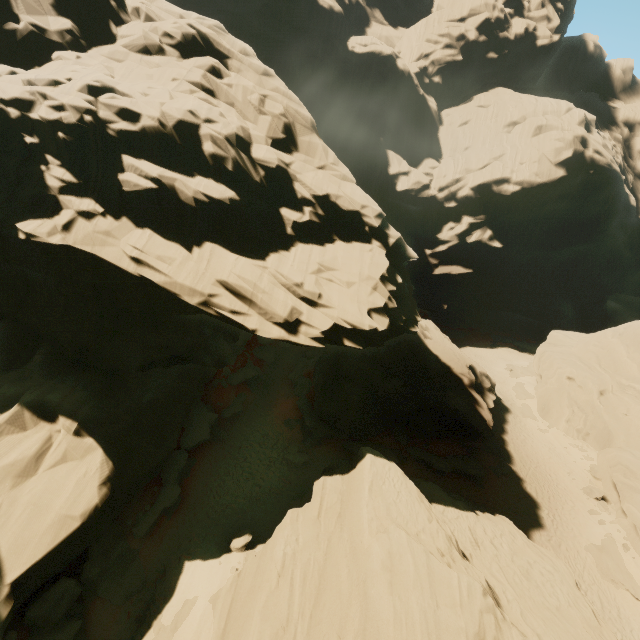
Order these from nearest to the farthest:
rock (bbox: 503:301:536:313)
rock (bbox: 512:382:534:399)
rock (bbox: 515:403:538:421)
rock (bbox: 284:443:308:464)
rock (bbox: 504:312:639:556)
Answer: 1. rock (bbox: 284:443:308:464)
2. rock (bbox: 504:312:639:556)
3. rock (bbox: 515:403:538:421)
4. rock (bbox: 512:382:534:399)
5. rock (bbox: 503:301:536:313)

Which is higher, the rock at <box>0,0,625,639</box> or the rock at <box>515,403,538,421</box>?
the rock at <box>0,0,625,639</box>

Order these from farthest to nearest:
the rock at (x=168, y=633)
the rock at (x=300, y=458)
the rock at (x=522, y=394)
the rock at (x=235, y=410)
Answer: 1. the rock at (x=522, y=394)
2. the rock at (x=235, y=410)
3. the rock at (x=300, y=458)
4. the rock at (x=168, y=633)

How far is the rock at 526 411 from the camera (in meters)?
36.43

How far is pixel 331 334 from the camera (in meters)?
16.45

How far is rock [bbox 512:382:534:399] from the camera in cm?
3969
